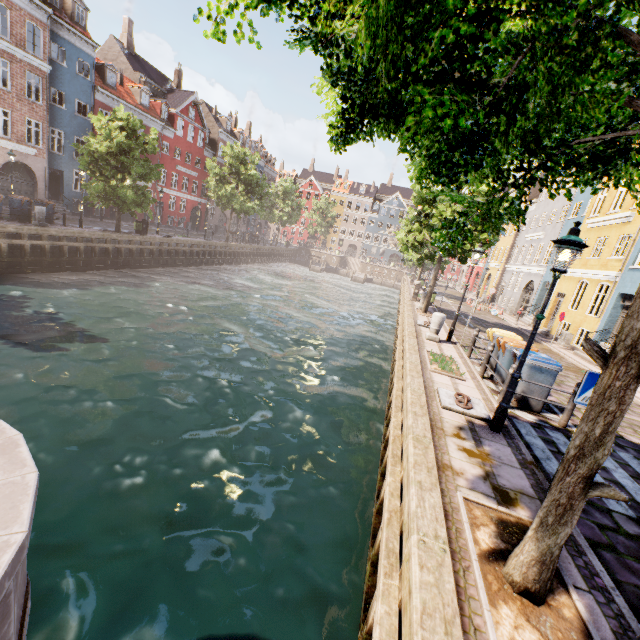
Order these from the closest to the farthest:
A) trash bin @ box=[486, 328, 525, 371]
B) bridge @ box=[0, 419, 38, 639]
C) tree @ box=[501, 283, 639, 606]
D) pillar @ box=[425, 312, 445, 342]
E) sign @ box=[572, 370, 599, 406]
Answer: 1. bridge @ box=[0, 419, 38, 639]
2. tree @ box=[501, 283, 639, 606]
3. sign @ box=[572, 370, 599, 406]
4. trash bin @ box=[486, 328, 525, 371]
5. pillar @ box=[425, 312, 445, 342]

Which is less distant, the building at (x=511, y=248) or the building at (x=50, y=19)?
the building at (x=511, y=248)

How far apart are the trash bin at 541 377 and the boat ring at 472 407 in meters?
1.3 m

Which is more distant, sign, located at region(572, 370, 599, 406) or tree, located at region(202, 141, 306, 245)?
tree, located at region(202, 141, 306, 245)

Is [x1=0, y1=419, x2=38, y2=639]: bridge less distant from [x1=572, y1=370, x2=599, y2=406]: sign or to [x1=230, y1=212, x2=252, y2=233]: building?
[x1=572, y1=370, x2=599, y2=406]: sign

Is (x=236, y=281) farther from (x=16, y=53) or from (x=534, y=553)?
(x=534, y=553)

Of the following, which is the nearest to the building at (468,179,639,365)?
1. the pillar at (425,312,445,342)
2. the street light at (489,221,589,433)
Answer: the pillar at (425,312,445,342)

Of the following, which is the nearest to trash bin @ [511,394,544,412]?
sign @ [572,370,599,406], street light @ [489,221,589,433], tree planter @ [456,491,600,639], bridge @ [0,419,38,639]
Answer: street light @ [489,221,589,433]
